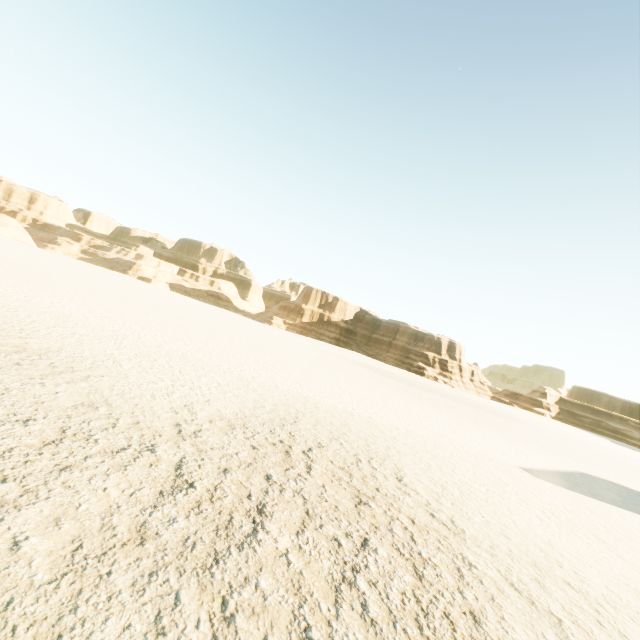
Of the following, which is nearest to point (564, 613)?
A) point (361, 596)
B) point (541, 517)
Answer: point (361, 596)
